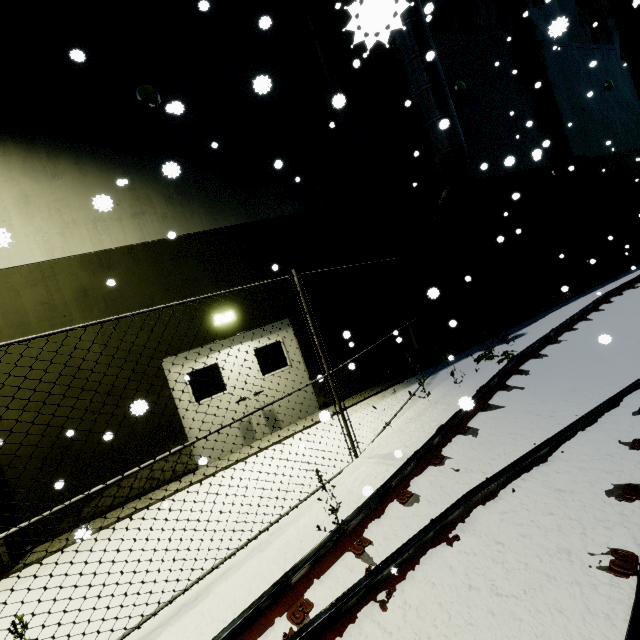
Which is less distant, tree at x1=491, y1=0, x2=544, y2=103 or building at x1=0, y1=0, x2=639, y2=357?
building at x1=0, y1=0, x2=639, y2=357

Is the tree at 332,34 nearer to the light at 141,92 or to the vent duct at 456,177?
the vent duct at 456,177

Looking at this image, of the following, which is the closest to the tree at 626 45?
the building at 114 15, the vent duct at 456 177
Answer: the building at 114 15

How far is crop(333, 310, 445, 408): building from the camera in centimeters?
833cm

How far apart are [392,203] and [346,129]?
2.30m

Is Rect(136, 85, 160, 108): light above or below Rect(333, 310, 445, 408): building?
above

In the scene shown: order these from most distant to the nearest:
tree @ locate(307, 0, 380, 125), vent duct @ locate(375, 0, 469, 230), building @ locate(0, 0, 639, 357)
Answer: tree @ locate(307, 0, 380, 125) < vent duct @ locate(375, 0, 469, 230) < building @ locate(0, 0, 639, 357)
